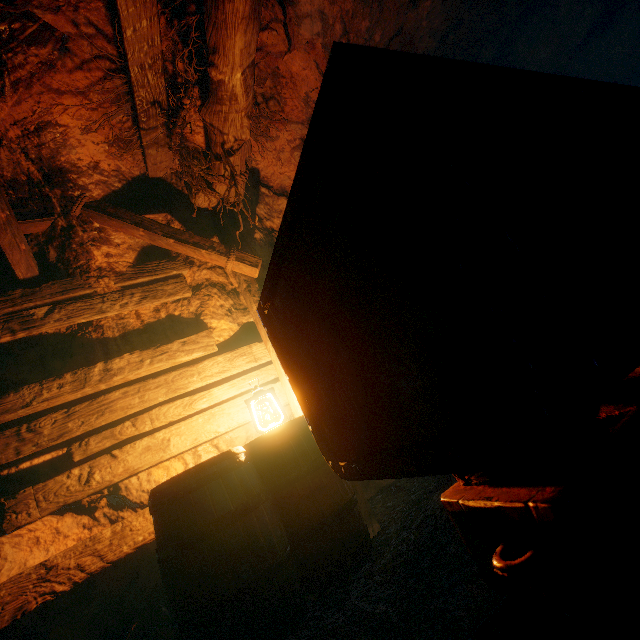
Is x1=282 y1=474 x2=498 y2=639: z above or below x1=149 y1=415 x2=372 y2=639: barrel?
below

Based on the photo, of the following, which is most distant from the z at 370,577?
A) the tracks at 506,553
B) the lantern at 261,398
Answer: the lantern at 261,398

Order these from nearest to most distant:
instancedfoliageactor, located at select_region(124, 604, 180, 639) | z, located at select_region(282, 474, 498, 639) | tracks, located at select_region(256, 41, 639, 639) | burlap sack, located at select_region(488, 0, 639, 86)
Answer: tracks, located at select_region(256, 41, 639, 639) < z, located at select_region(282, 474, 498, 639) < instancedfoliageactor, located at select_region(124, 604, 180, 639) < burlap sack, located at select_region(488, 0, 639, 86)

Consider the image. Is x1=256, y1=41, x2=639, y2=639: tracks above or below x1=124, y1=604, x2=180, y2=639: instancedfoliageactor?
above

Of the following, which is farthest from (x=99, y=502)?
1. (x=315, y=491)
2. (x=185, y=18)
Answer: (x=185, y=18)

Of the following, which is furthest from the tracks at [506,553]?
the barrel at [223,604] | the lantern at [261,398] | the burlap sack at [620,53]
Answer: the lantern at [261,398]

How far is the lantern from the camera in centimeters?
259cm

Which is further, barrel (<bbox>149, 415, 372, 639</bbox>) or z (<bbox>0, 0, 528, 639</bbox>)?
z (<bbox>0, 0, 528, 639</bbox>)
